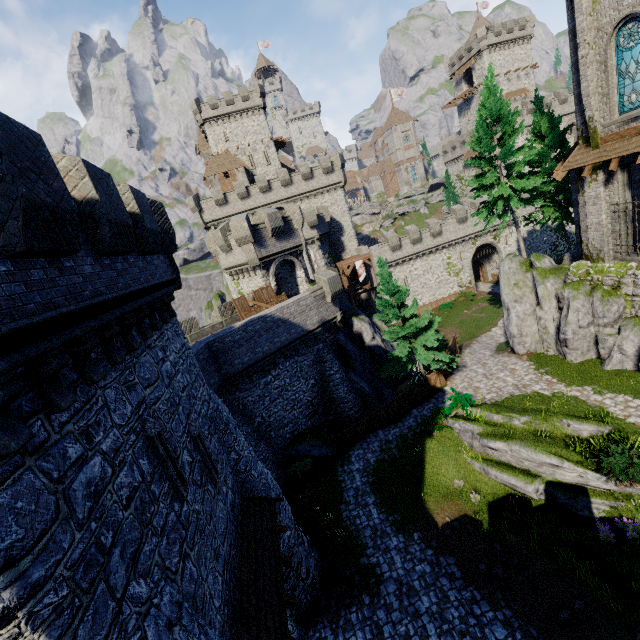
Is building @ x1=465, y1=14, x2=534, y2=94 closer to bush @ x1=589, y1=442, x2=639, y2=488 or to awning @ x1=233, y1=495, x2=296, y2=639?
bush @ x1=589, y1=442, x2=639, y2=488

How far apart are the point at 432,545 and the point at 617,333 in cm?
1518

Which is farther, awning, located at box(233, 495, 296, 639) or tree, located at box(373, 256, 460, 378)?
tree, located at box(373, 256, 460, 378)

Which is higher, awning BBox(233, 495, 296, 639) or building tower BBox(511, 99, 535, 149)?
building tower BBox(511, 99, 535, 149)

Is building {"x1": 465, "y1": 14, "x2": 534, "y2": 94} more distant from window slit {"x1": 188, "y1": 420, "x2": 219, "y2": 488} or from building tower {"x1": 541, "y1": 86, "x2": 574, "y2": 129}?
window slit {"x1": 188, "y1": 420, "x2": 219, "y2": 488}

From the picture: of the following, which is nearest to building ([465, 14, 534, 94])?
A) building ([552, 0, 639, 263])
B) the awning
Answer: building ([552, 0, 639, 263])

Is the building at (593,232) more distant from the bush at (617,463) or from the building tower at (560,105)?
the building tower at (560,105)

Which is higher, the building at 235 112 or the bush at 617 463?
the building at 235 112
